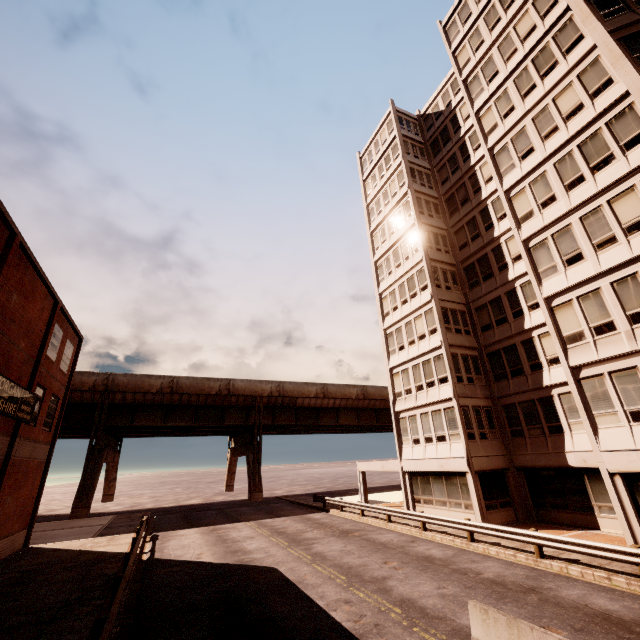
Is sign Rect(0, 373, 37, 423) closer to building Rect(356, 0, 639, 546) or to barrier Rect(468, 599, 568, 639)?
barrier Rect(468, 599, 568, 639)

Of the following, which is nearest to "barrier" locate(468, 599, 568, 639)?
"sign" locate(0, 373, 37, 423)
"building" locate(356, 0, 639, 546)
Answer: "building" locate(356, 0, 639, 546)

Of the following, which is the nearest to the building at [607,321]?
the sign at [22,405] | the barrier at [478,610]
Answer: the barrier at [478,610]

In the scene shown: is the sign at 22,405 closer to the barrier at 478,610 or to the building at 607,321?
the barrier at 478,610

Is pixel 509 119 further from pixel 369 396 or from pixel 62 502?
pixel 62 502

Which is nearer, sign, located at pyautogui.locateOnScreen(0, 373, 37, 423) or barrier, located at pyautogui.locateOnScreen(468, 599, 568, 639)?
barrier, located at pyautogui.locateOnScreen(468, 599, 568, 639)
